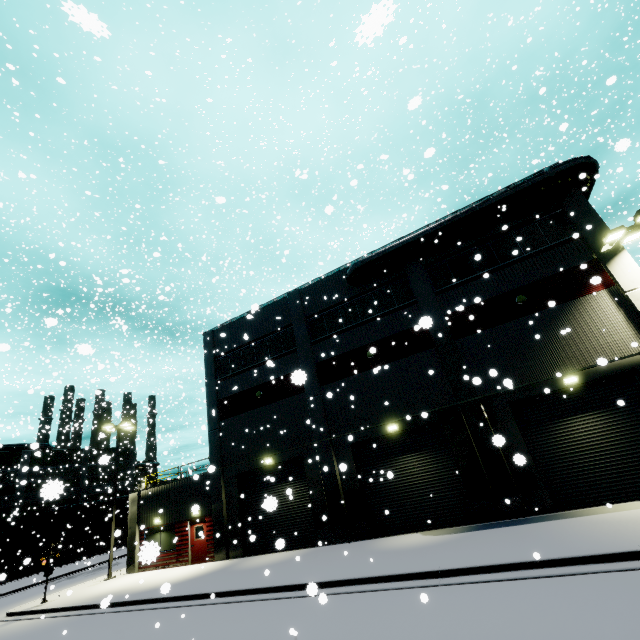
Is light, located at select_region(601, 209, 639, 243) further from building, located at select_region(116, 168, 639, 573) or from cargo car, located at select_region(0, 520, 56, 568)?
cargo car, located at select_region(0, 520, 56, 568)

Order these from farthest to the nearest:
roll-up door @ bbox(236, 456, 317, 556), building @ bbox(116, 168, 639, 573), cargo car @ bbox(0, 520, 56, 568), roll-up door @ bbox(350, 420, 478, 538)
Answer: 1. cargo car @ bbox(0, 520, 56, 568)
2. roll-up door @ bbox(236, 456, 317, 556)
3. roll-up door @ bbox(350, 420, 478, 538)
4. building @ bbox(116, 168, 639, 573)

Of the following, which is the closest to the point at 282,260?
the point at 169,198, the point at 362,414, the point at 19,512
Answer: the point at 362,414

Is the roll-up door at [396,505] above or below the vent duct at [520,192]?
below

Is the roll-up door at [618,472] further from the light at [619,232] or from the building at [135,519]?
the light at [619,232]

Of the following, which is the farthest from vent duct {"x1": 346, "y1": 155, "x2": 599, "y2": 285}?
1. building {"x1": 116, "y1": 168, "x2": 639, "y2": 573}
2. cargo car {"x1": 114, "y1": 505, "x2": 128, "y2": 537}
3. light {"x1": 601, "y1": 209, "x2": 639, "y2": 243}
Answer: cargo car {"x1": 114, "y1": 505, "x2": 128, "y2": 537}

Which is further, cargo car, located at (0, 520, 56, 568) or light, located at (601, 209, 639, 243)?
cargo car, located at (0, 520, 56, 568)

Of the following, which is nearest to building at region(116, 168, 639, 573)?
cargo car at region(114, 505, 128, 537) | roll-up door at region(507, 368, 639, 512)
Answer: roll-up door at region(507, 368, 639, 512)
